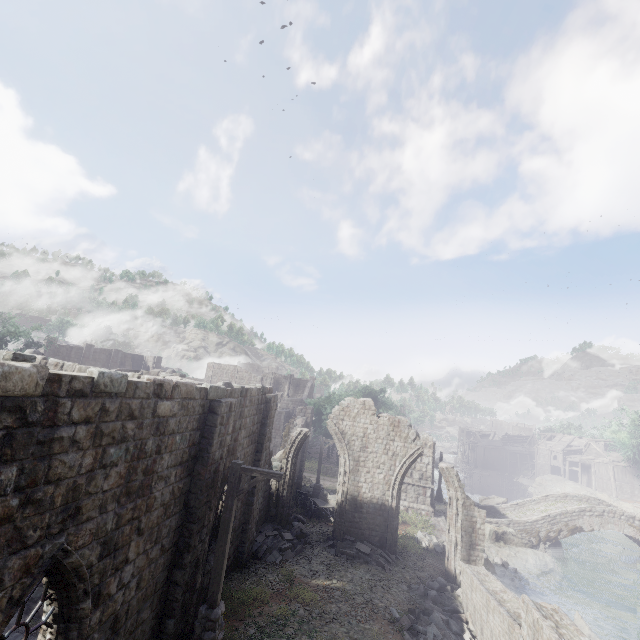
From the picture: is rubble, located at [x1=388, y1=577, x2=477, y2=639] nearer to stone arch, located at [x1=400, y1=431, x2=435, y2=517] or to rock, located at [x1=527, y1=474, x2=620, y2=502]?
stone arch, located at [x1=400, y1=431, x2=435, y2=517]

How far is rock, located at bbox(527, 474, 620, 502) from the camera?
43.1m

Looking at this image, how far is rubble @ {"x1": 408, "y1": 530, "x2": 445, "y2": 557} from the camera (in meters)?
19.31

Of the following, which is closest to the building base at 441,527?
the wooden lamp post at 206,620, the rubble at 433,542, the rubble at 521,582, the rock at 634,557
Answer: the rubble at 433,542

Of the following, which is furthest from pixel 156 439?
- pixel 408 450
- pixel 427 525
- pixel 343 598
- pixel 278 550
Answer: pixel 427 525

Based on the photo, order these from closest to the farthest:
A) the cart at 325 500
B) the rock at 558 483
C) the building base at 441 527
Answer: the cart at 325 500, the building base at 441 527, the rock at 558 483

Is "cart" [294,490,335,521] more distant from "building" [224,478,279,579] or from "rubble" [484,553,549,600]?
"rubble" [484,553,549,600]

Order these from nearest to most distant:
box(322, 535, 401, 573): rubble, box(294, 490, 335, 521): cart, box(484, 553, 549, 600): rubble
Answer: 1. box(322, 535, 401, 573): rubble
2. box(484, 553, 549, 600): rubble
3. box(294, 490, 335, 521): cart
